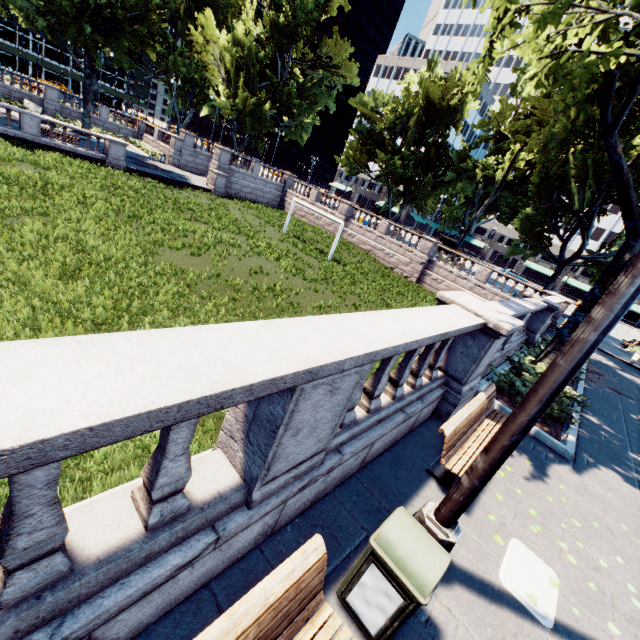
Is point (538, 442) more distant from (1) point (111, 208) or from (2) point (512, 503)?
(1) point (111, 208)

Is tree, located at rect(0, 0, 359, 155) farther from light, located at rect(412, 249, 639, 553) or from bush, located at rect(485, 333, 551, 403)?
light, located at rect(412, 249, 639, 553)

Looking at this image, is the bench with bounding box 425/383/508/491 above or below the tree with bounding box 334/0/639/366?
below

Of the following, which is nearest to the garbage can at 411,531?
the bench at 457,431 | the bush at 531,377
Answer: the bench at 457,431

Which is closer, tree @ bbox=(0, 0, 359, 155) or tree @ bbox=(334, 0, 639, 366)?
tree @ bbox=(334, 0, 639, 366)

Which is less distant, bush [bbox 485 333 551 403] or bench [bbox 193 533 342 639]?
bench [bbox 193 533 342 639]

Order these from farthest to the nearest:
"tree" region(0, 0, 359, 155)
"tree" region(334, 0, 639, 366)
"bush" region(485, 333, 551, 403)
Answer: "tree" region(0, 0, 359, 155), "bush" region(485, 333, 551, 403), "tree" region(334, 0, 639, 366)

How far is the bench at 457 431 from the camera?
4.61m
